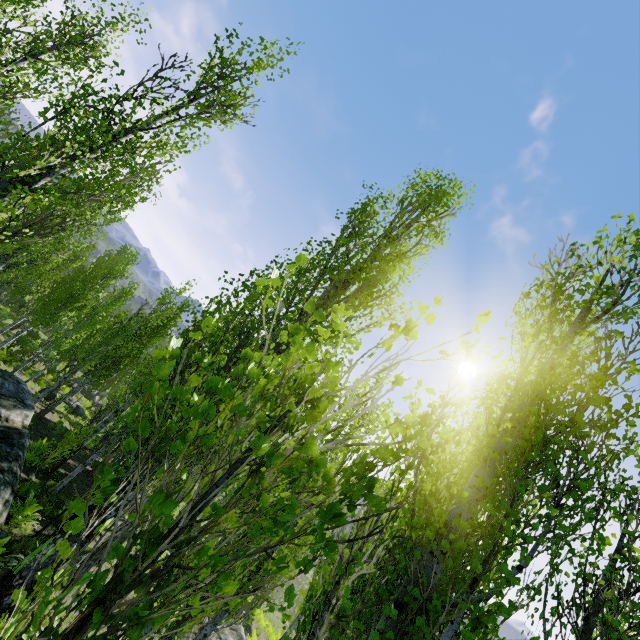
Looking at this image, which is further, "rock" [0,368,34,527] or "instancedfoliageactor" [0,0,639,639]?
"rock" [0,368,34,527]

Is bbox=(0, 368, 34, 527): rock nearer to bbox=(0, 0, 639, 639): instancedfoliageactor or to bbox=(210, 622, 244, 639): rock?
bbox=(0, 0, 639, 639): instancedfoliageactor

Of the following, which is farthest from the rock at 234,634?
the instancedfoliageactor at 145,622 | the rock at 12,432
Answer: the rock at 12,432

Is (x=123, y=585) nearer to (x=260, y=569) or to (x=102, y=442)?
(x=260, y=569)

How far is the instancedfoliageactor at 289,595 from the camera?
1.21m

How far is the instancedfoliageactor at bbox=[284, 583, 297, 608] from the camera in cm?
121

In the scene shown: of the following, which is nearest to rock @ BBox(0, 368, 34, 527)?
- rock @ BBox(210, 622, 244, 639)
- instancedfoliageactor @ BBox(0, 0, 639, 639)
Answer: instancedfoliageactor @ BBox(0, 0, 639, 639)

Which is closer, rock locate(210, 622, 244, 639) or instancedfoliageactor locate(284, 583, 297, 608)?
instancedfoliageactor locate(284, 583, 297, 608)
